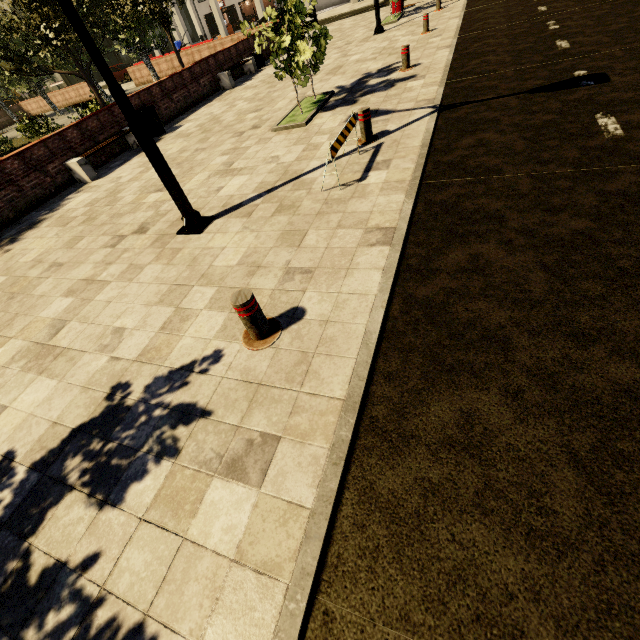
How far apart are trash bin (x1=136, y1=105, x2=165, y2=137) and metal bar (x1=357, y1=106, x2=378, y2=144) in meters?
8.4

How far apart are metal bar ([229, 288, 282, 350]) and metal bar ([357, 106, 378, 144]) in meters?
4.6

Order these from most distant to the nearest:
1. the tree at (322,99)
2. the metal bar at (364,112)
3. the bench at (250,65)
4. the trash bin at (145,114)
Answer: the bench at (250,65), the trash bin at (145,114), the tree at (322,99), the metal bar at (364,112)

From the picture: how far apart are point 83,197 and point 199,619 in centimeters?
994cm

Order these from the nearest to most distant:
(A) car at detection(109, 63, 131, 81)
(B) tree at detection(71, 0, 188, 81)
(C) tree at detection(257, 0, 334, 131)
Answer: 1. (C) tree at detection(257, 0, 334, 131)
2. (B) tree at detection(71, 0, 188, 81)
3. (A) car at detection(109, 63, 131, 81)

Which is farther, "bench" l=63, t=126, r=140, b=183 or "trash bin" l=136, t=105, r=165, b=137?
"trash bin" l=136, t=105, r=165, b=137

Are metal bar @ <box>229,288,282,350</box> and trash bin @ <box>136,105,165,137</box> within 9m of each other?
no

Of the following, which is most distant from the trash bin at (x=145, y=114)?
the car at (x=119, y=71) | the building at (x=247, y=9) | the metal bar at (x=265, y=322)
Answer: the car at (x=119, y=71)
